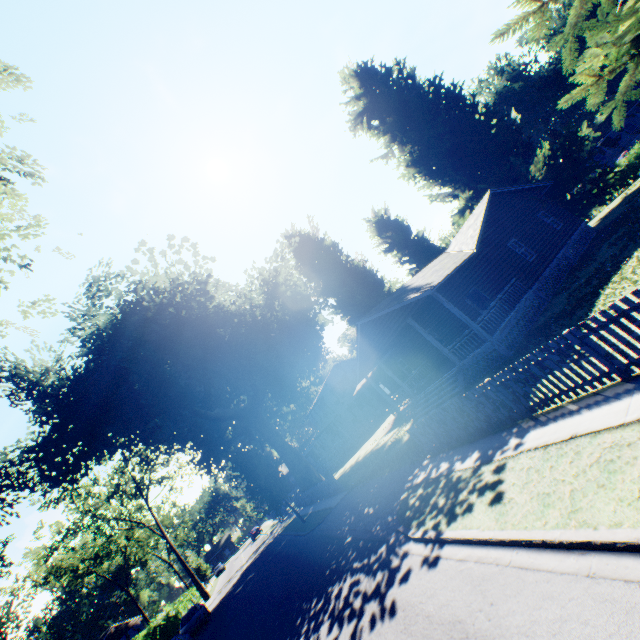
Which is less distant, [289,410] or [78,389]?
[78,389]

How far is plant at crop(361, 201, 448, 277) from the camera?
34.16m

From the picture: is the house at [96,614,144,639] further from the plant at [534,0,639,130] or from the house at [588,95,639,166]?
the house at [588,95,639,166]

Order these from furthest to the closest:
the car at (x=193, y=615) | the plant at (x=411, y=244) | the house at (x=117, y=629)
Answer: the house at (x=117, y=629) → the plant at (x=411, y=244) → the car at (x=193, y=615)

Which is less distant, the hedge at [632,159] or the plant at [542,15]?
the plant at [542,15]

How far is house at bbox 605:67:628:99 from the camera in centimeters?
4756cm

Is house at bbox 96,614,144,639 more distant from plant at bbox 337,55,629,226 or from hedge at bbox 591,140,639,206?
hedge at bbox 591,140,639,206

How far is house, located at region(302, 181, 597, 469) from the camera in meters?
16.0
